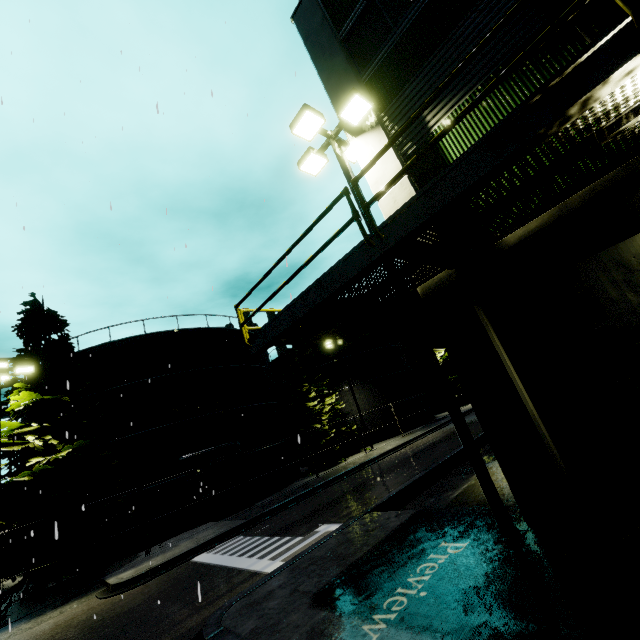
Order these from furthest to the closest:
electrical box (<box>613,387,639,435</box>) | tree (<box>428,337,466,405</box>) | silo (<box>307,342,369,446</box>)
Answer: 1. tree (<box>428,337,466,405</box>)
2. silo (<box>307,342,369,446</box>)
3. electrical box (<box>613,387,639,435</box>)

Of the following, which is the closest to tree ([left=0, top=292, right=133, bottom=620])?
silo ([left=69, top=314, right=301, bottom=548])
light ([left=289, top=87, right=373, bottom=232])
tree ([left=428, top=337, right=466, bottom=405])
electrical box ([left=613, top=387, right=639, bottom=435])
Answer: silo ([left=69, top=314, right=301, bottom=548])

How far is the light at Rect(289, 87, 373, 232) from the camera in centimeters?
779cm

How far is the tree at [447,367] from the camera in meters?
42.7

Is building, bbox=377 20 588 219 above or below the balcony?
above

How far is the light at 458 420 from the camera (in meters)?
5.70

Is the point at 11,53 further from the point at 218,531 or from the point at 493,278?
the point at 218,531

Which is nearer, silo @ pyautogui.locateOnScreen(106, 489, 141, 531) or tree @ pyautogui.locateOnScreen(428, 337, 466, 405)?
silo @ pyautogui.locateOnScreen(106, 489, 141, 531)
